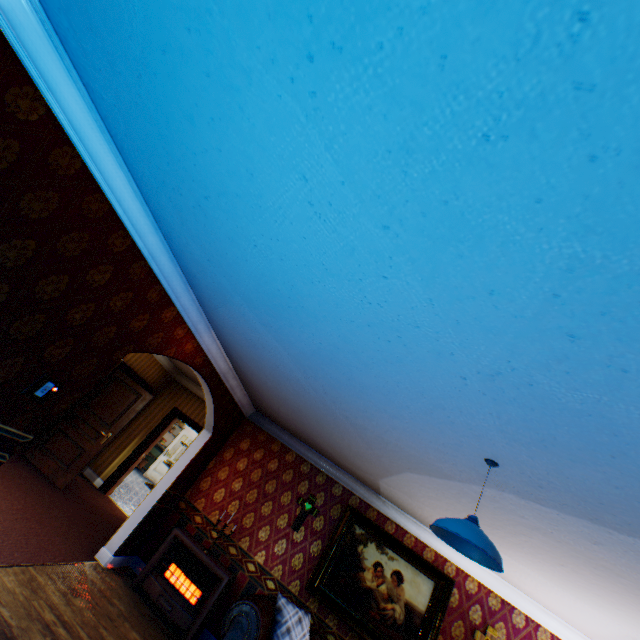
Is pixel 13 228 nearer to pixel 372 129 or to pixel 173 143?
pixel 173 143

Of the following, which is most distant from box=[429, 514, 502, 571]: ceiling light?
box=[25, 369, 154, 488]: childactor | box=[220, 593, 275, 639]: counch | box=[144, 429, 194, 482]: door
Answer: box=[144, 429, 194, 482]: door

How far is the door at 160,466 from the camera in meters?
12.9 m

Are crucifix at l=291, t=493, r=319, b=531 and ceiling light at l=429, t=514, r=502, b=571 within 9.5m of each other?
yes

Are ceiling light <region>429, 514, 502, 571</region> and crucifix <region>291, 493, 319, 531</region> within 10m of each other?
yes

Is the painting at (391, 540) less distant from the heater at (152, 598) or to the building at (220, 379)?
the building at (220, 379)

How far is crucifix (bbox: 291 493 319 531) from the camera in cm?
562

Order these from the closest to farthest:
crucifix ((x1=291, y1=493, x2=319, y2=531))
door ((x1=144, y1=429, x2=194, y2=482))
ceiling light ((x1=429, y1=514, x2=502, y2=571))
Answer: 1. ceiling light ((x1=429, y1=514, x2=502, y2=571))
2. crucifix ((x1=291, y1=493, x2=319, y2=531))
3. door ((x1=144, y1=429, x2=194, y2=482))
